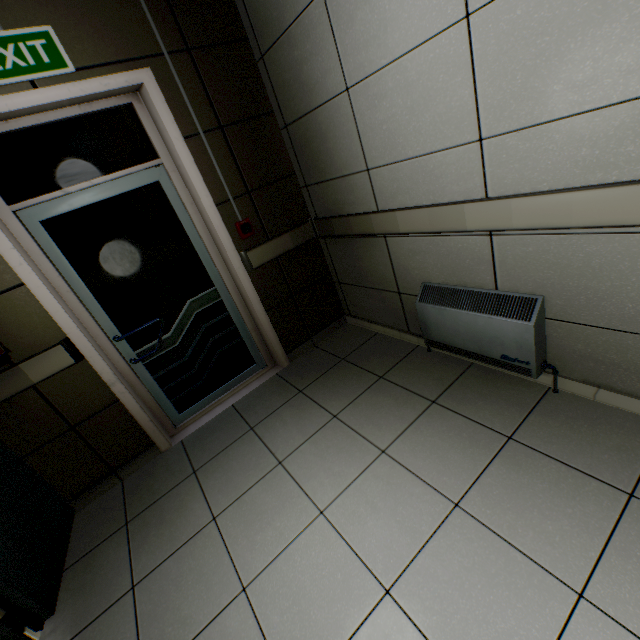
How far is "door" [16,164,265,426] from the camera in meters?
2.2 m

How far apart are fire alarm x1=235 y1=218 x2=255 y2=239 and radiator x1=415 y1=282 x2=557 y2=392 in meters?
1.5

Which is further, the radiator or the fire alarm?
the fire alarm

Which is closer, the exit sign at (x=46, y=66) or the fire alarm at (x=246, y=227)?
the exit sign at (x=46, y=66)

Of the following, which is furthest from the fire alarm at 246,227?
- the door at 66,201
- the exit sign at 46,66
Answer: the exit sign at 46,66

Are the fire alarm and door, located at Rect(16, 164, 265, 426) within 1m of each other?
yes

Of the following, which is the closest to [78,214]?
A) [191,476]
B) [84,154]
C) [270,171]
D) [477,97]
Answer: [84,154]

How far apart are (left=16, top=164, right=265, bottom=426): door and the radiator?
1.59m
